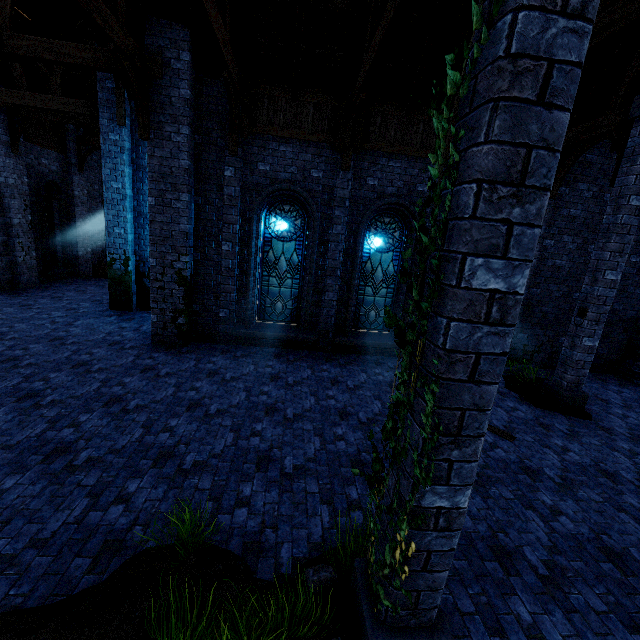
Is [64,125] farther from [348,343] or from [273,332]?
[348,343]

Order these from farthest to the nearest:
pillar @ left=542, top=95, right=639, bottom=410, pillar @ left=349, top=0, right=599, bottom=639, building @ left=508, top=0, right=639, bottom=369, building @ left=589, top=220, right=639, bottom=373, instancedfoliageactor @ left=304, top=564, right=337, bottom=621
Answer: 1. building @ left=589, top=220, right=639, bottom=373
2. pillar @ left=542, top=95, right=639, bottom=410
3. building @ left=508, top=0, right=639, bottom=369
4. instancedfoliageactor @ left=304, top=564, right=337, bottom=621
5. pillar @ left=349, top=0, right=599, bottom=639

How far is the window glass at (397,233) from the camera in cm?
964

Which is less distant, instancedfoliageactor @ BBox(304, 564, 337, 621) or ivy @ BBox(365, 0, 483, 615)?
ivy @ BBox(365, 0, 483, 615)

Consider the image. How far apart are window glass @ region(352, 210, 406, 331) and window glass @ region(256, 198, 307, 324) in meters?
1.5 m

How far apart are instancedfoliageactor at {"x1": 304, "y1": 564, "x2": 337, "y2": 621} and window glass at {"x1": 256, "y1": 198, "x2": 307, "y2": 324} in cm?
715

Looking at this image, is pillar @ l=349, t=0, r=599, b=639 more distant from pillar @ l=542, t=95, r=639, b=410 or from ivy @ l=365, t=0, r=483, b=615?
pillar @ l=542, t=95, r=639, b=410

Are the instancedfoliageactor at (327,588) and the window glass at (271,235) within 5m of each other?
no
